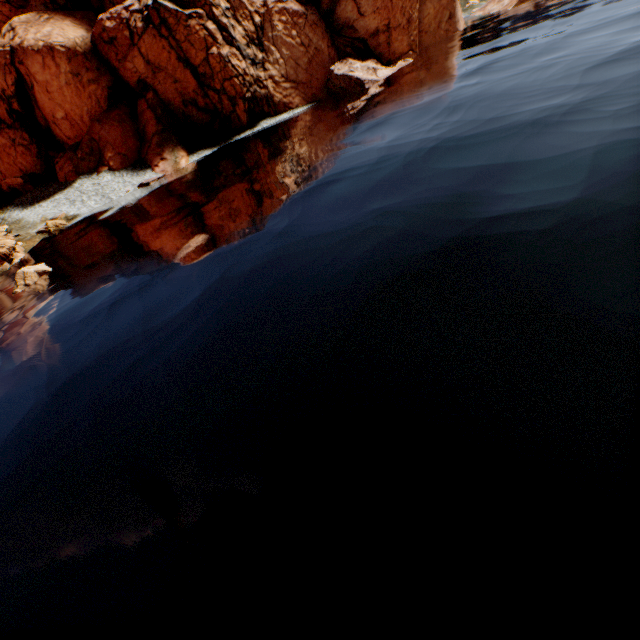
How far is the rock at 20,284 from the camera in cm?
2059

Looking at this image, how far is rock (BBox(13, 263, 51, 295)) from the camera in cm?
2059

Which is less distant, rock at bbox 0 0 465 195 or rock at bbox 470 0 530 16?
rock at bbox 0 0 465 195

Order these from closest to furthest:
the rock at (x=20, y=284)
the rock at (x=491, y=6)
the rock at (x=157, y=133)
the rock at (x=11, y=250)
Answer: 1. the rock at (x=20, y=284)
2. the rock at (x=11, y=250)
3. the rock at (x=157, y=133)
4. the rock at (x=491, y=6)

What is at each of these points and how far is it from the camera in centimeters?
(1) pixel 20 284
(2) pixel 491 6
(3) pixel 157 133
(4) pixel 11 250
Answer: (1) rock, 2064cm
(2) rock, 5144cm
(3) rock, 3619cm
(4) rock, 2647cm

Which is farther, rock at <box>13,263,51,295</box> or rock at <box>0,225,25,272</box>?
Result: rock at <box>0,225,25,272</box>

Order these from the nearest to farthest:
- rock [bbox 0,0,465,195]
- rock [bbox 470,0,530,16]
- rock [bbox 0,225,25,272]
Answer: rock [bbox 0,225,25,272] → rock [bbox 0,0,465,195] → rock [bbox 470,0,530,16]
